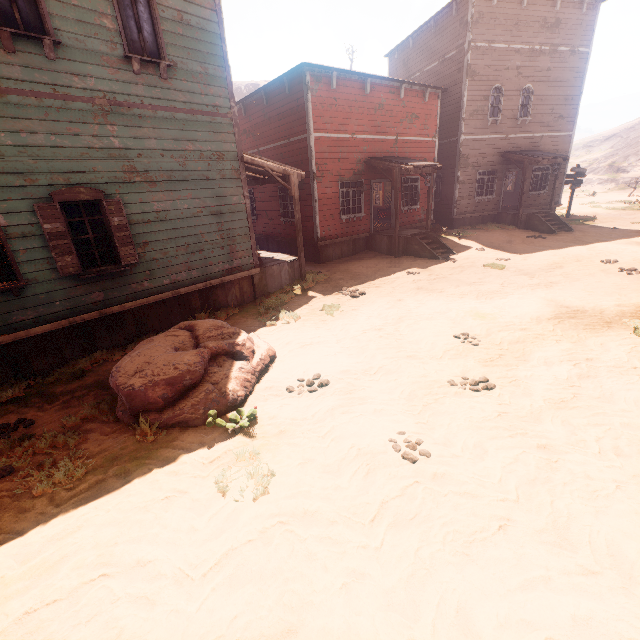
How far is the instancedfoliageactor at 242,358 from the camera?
4.54m

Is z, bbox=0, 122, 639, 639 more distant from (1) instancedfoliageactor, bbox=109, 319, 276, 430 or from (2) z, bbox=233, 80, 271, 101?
(2) z, bbox=233, 80, 271, 101

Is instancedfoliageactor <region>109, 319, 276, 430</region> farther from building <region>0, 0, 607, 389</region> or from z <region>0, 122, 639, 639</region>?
building <region>0, 0, 607, 389</region>

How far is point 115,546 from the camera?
2.8m

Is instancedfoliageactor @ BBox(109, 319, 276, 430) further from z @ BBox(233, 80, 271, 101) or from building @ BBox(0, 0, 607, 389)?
z @ BBox(233, 80, 271, 101)

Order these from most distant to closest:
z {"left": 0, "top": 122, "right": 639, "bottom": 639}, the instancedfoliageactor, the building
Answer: the building → the instancedfoliageactor → z {"left": 0, "top": 122, "right": 639, "bottom": 639}

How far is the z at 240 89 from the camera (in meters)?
54.41

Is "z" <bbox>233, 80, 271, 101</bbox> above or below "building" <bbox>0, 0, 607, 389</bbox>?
above
